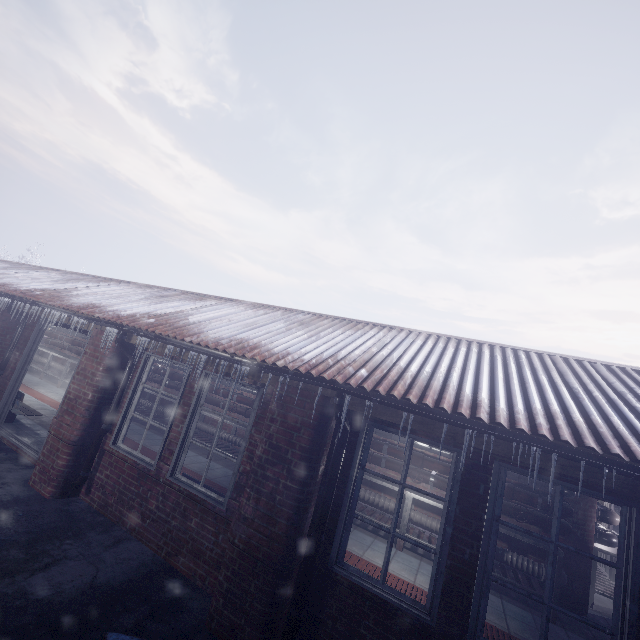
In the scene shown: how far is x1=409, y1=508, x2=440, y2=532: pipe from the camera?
5.1m

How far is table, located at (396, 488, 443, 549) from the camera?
4.9 meters

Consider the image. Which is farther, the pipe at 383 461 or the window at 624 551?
the pipe at 383 461

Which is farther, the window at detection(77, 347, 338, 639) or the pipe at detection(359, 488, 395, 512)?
the pipe at detection(359, 488, 395, 512)

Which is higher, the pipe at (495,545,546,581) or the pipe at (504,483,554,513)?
the pipe at (504,483,554,513)

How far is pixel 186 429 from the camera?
3.8m

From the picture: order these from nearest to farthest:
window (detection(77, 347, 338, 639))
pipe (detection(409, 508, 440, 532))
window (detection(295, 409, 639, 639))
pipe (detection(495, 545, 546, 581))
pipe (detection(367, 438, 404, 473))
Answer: window (detection(295, 409, 639, 639)) < window (detection(77, 347, 338, 639)) < pipe (detection(495, 545, 546, 581)) < pipe (detection(409, 508, 440, 532)) < pipe (detection(367, 438, 404, 473))

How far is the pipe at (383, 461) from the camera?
5.67m
